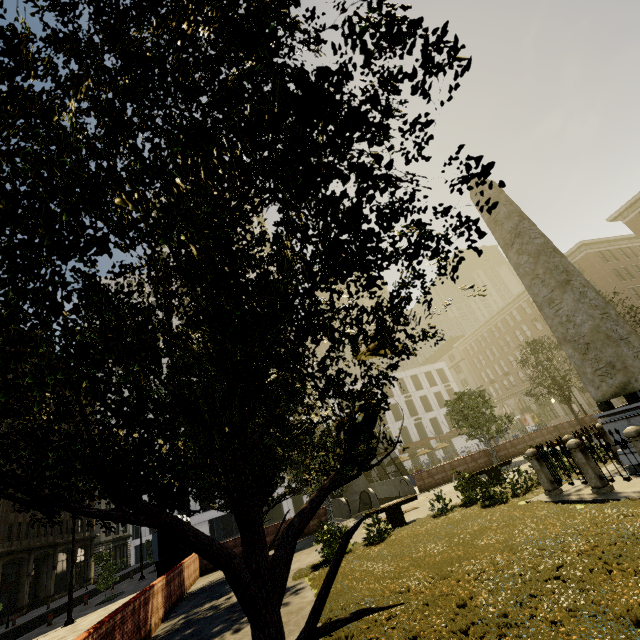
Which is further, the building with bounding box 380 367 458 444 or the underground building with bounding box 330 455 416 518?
the building with bounding box 380 367 458 444

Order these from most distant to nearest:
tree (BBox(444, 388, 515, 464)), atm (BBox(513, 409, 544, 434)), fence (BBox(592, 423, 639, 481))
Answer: atm (BBox(513, 409, 544, 434)) < tree (BBox(444, 388, 515, 464)) < fence (BBox(592, 423, 639, 481))

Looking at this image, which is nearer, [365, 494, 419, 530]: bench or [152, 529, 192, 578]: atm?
[365, 494, 419, 530]: bench

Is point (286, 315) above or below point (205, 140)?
above

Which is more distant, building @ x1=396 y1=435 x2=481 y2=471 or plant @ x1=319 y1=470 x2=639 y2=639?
building @ x1=396 y1=435 x2=481 y2=471

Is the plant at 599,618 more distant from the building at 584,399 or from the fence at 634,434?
the building at 584,399

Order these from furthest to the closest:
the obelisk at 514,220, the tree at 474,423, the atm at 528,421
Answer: the atm at 528,421
the tree at 474,423
the obelisk at 514,220

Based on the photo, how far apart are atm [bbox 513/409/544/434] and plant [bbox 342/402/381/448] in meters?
60.9
